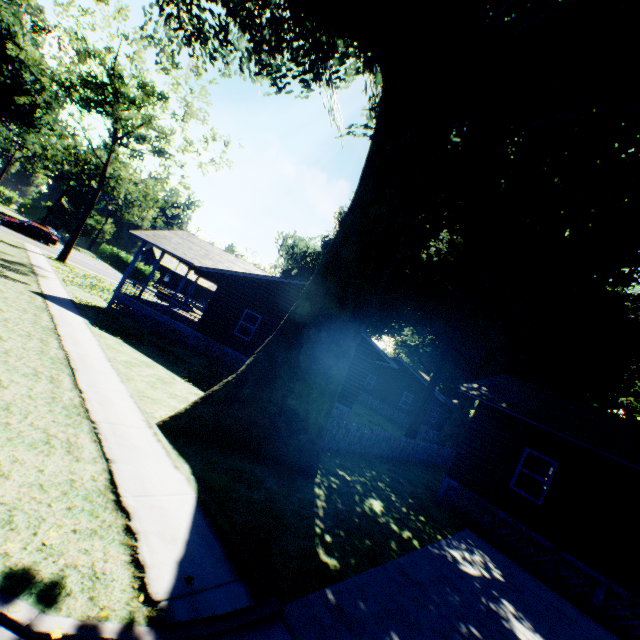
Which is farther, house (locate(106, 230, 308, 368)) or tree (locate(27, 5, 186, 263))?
tree (locate(27, 5, 186, 263))

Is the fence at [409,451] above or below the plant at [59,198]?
below

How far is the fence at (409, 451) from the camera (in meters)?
12.12

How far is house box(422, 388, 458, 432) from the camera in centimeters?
3334cm

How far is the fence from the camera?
12.12m

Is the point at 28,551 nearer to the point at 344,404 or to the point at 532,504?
the point at 532,504

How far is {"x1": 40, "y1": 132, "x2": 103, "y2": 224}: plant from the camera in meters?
49.4

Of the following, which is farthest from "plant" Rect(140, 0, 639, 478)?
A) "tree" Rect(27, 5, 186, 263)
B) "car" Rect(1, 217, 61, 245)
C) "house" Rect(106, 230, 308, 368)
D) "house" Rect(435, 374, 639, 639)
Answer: "car" Rect(1, 217, 61, 245)
